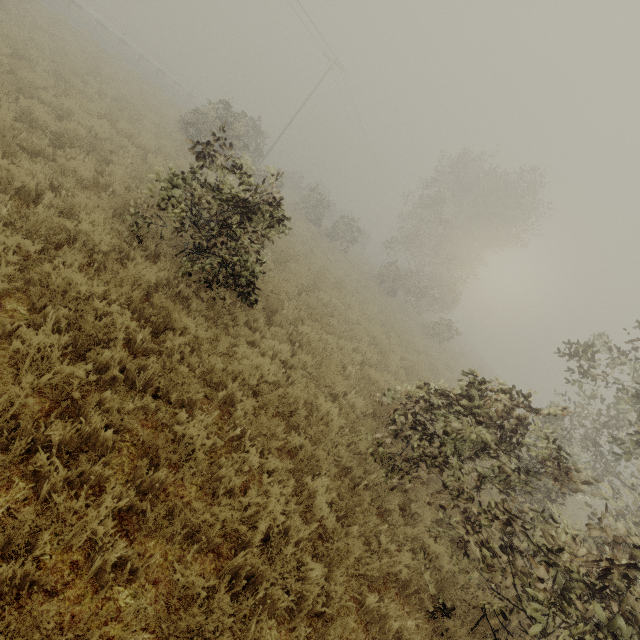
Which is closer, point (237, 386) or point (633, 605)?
point (633, 605)

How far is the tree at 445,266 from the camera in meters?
23.9

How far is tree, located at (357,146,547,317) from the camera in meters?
23.9 m
